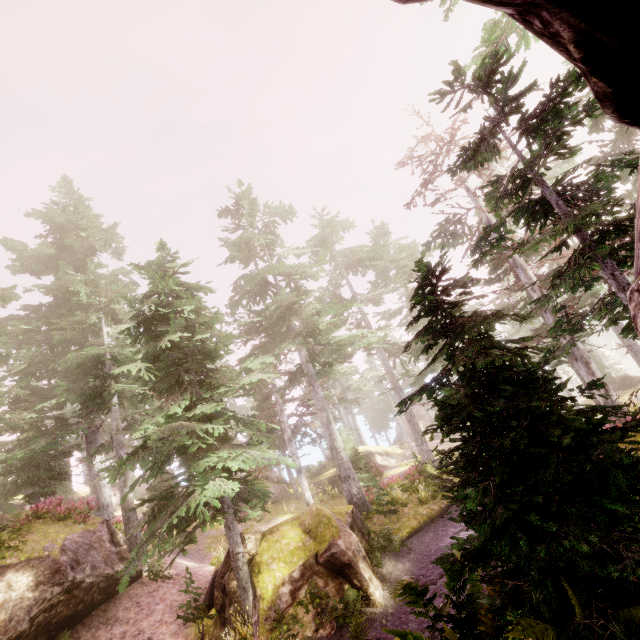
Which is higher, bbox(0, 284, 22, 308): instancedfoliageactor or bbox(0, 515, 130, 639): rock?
bbox(0, 284, 22, 308): instancedfoliageactor

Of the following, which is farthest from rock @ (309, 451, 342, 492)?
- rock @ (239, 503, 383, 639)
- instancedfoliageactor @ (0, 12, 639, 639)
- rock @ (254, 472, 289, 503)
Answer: rock @ (239, 503, 383, 639)

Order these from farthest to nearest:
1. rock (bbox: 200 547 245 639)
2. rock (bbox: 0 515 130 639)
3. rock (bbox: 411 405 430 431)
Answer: rock (bbox: 411 405 430 431) < rock (bbox: 200 547 245 639) < rock (bbox: 0 515 130 639)

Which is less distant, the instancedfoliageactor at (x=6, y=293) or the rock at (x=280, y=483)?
the instancedfoliageactor at (x=6, y=293)

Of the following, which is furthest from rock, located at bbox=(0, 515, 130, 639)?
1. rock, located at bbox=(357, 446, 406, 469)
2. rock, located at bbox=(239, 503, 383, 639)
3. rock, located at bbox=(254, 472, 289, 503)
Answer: rock, located at bbox=(357, 446, 406, 469)

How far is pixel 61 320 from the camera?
21.9 meters

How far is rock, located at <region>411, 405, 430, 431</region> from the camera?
50.2 meters

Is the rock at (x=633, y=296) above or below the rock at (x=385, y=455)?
above
